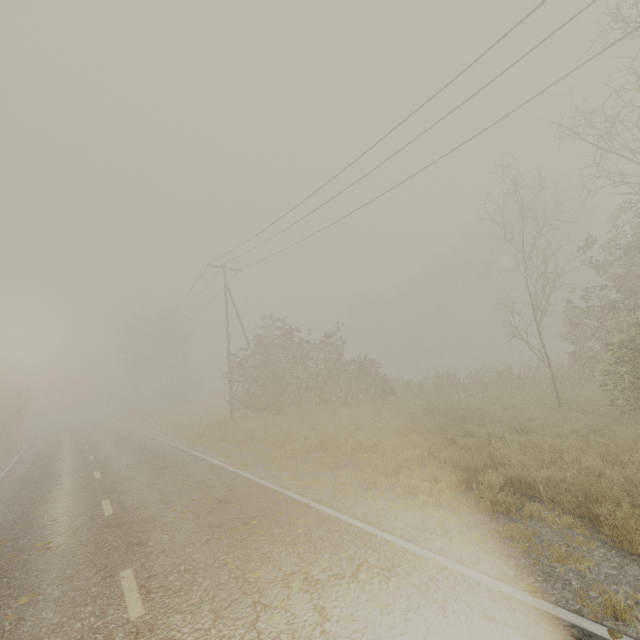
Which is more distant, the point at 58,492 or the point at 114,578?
the point at 58,492
